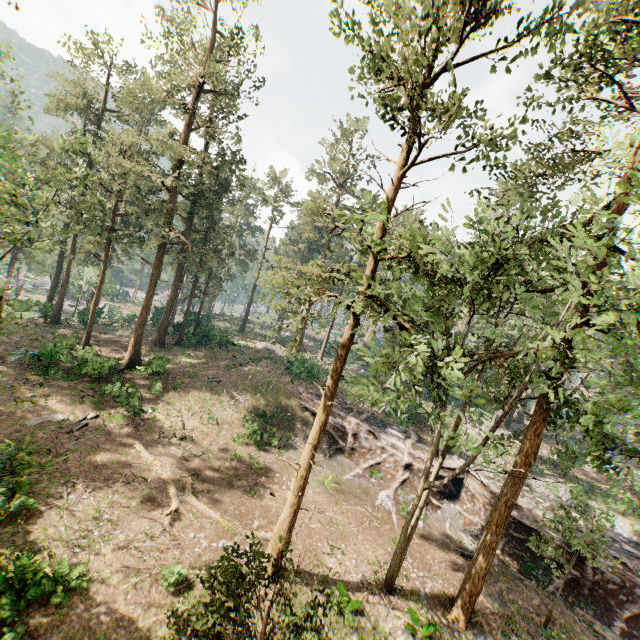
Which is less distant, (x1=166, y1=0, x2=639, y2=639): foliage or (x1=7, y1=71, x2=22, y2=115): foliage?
(x1=166, y1=0, x2=639, y2=639): foliage

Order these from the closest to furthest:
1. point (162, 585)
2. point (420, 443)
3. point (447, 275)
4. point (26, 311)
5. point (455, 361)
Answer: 1. point (162, 585)
2. point (455, 361)
3. point (420, 443)
4. point (26, 311)
5. point (447, 275)

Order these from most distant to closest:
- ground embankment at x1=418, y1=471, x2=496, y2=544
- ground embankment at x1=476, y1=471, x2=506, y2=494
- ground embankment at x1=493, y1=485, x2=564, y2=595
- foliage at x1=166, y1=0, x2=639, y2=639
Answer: ground embankment at x1=476, y1=471, x2=506, y2=494, ground embankment at x1=418, y1=471, x2=496, y2=544, ground embankment at x1=493, y1=485, x2=564, y2=595, foliage at x1=166, y1=0, x2=639, y2=639

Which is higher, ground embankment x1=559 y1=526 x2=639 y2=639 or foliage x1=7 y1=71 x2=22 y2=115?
foliage x1=7 y1=71 x2=22 y2=115

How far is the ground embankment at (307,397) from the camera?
29.63m

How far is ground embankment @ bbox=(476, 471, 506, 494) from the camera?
24.0m

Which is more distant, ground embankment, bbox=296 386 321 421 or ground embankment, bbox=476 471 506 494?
ground embankment, bbox=296 386 321 421

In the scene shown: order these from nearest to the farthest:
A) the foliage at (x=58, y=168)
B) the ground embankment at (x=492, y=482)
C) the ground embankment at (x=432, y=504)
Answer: the foliage at (x=58, y=168)
the ground embankment at (x=432, y=504)
the ground embankment at (x=492, y=482)
